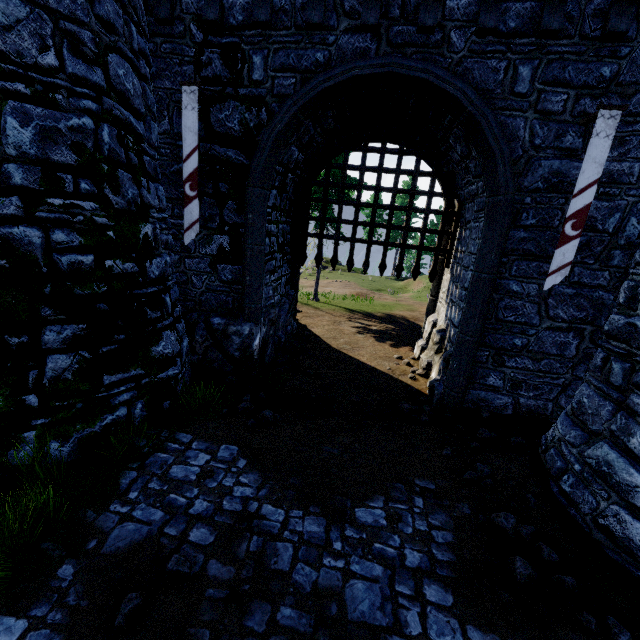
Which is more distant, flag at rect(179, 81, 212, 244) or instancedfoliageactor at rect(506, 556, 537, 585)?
flag at rect(179, 81, 212, 244)

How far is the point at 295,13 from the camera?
5.95m

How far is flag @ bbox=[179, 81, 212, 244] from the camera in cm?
575

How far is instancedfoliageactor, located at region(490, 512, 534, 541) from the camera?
4.3 meters

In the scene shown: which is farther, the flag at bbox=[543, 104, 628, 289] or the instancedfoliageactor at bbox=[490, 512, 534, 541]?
the flag at bbox=[543, 104, 628, 289]

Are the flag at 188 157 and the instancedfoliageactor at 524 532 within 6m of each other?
no

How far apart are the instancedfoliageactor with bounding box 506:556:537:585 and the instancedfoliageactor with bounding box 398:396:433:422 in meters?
3.4 m

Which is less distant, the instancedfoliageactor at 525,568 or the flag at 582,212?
the instancedfoliageactor at 525,568
